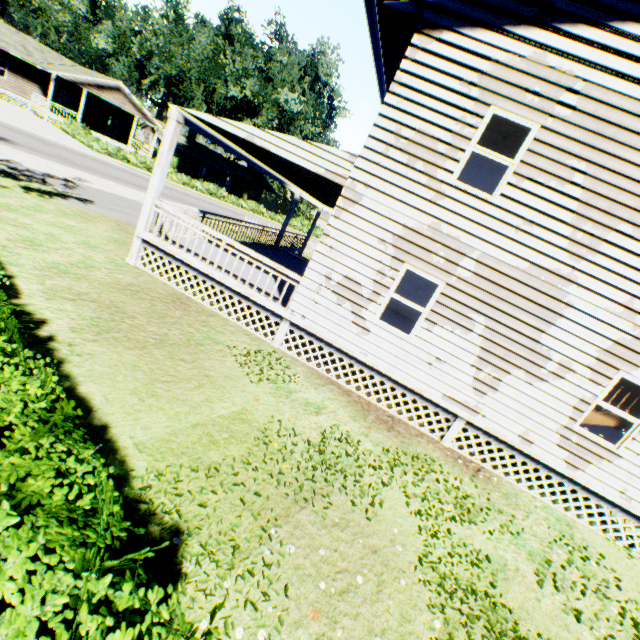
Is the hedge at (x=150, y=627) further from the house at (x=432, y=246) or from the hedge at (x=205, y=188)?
the hedge at (x=205, y=188)

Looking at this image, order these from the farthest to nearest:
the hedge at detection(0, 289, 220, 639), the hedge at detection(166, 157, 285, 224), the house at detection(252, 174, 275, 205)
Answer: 1. the house at detection(252, 174, 275, 205)
2. the hedge at detection(166, 157, 285, 224)
3. the hedge at detection(0, 289, 220, 639)

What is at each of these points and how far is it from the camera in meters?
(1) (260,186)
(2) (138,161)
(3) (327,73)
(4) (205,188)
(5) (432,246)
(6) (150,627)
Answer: (1) house, 57.9
(2) hedge, 30.9
(3) plant, 44.3
(4) hedge, 37.3
(5) house, 7.3
(6) hedge, 1.6

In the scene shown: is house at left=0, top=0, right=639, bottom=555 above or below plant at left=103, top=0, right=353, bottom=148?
below

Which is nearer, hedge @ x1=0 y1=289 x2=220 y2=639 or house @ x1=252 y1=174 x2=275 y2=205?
hedge @ x1=0 y1=289 x2=220 y2=639

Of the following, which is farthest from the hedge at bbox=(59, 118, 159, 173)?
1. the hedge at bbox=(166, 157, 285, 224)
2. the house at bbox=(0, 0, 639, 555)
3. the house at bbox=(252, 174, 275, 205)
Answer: the house at bbox=(0, 0, 639, 555)

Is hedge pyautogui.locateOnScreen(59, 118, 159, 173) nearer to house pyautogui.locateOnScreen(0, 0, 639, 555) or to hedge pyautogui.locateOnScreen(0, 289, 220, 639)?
house pyautogui.locateOnScreen(0, 0, 639, 555)

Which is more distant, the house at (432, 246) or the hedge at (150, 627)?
the house at (432, 246)
